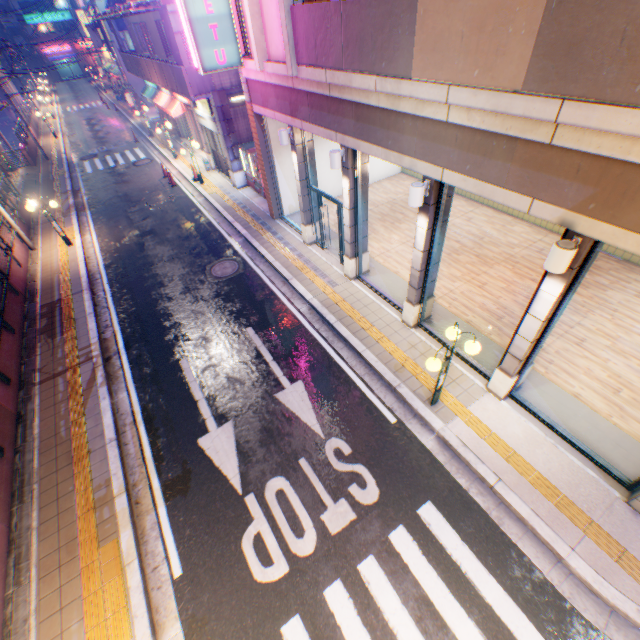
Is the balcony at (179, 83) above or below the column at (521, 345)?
above

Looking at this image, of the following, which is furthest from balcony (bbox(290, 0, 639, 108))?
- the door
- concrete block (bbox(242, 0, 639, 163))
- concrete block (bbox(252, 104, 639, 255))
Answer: the door

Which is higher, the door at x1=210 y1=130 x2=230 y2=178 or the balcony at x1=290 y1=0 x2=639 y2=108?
the balcony at x1=290 y1=0 x2=639 y2=108

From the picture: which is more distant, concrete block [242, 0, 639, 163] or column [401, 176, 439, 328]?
column [401, 176, 439, 328]

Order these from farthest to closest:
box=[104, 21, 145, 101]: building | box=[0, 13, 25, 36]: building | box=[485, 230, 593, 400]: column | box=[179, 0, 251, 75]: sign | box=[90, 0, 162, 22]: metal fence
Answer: box=[0, 13, 25, 36]: building < box=[104, 21, 145, 101]: building < box=[90, 0, 162, 22]: metal fence < box=[179, 0, 251, 75]: sign < box=[485, 230, 593, 400]: column

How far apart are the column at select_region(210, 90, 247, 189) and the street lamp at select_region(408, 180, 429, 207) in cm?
1287

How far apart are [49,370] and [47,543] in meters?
5.0

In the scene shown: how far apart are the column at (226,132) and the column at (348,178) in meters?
9.8
